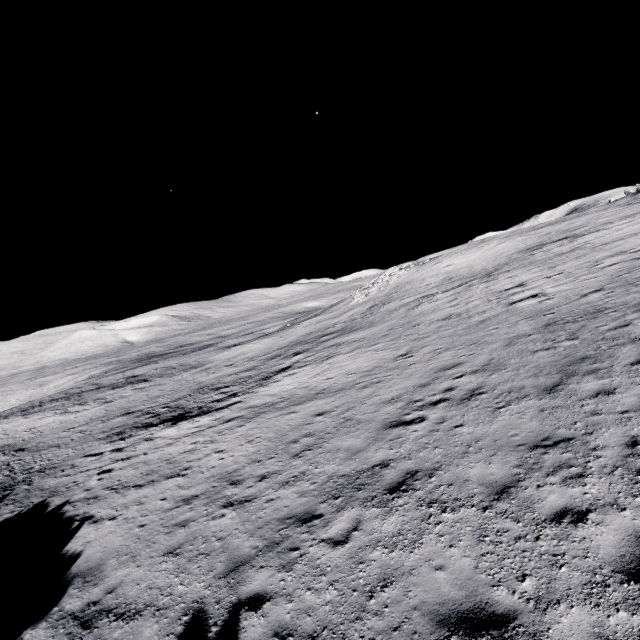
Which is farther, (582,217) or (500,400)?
(582,217)
